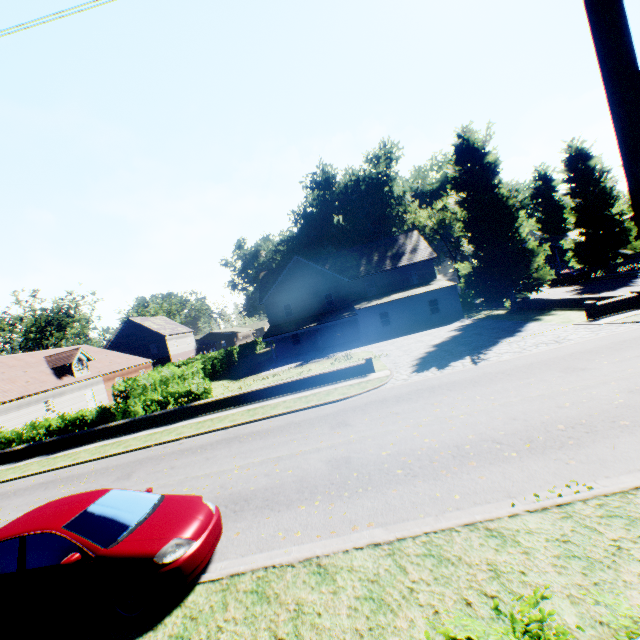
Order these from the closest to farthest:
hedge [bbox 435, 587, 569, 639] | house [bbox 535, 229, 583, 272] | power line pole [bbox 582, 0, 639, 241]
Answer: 1. hedge [bbox 435, 587, 569, 639]
2. power line pole [bbox 582, 0, 639, 241]
3. house [bbox 535, 229, 583, 272]

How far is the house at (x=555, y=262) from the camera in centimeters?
5053cm

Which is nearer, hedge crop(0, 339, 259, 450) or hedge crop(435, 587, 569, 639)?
hedge crop(435, 587, 569, 639)

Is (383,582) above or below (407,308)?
below

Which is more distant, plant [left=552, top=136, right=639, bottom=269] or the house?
the house

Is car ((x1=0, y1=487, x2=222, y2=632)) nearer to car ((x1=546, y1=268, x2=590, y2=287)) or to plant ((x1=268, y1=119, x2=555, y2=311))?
plant ((x1=268, y1=119, x2=555, y2=311))

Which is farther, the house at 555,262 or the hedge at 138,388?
the house at 555,262

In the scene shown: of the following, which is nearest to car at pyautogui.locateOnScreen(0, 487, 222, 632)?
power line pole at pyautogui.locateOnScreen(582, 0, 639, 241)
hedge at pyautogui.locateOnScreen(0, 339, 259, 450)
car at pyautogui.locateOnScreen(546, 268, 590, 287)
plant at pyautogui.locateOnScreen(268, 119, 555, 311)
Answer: hedge at pyautogui.locateOnScreen(0, 339, 259, 450)
